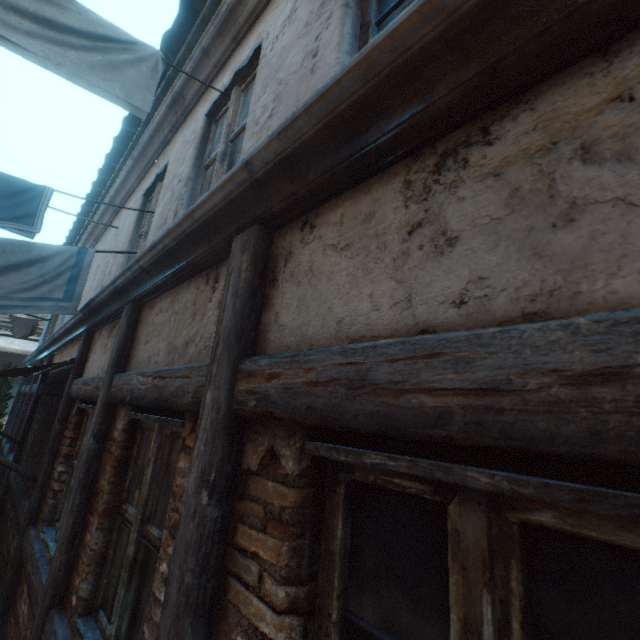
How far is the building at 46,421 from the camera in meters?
4.8 m

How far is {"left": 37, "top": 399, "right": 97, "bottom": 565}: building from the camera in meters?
3.2 m

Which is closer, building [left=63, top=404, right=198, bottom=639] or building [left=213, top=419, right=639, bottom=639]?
building [left=213, top=419, right=639, bottom=639]

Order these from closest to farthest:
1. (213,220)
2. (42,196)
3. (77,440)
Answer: (213,220) → (42,196) → (77,440)

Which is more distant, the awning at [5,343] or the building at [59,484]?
the awning at [5,343]

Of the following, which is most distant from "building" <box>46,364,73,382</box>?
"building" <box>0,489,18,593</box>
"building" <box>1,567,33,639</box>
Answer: "building" <box>0,489,18,593</box>

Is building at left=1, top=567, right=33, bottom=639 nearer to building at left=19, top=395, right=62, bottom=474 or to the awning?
building at left=19, top=395, right=62, bottom=474
